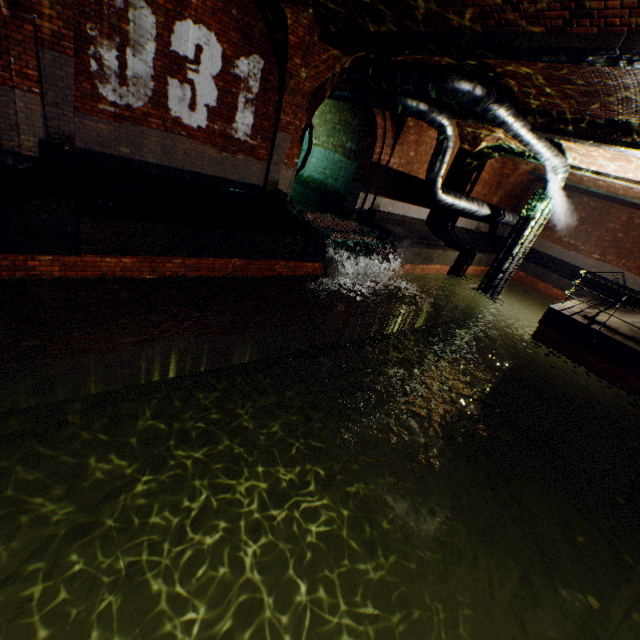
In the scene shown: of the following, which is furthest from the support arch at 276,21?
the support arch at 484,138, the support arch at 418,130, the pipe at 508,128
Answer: the support arch at 484,138

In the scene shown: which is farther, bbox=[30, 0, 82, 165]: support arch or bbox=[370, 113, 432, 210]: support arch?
bbox=[370, 113, 432, 210]: support arch

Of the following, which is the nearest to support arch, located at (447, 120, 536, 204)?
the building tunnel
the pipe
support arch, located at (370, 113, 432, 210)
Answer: support arch, located at (370, 113, 432, 210)

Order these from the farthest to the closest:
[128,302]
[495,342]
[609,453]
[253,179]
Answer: [495,342] < [609,453] < [253,179] < [128,302]

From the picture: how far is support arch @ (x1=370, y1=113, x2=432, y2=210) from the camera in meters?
11.2

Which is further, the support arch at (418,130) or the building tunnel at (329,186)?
the building tunnel at (329,186)

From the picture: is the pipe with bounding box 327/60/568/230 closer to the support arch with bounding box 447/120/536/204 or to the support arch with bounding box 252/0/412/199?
the support arch with bounding box 252/0/412/199

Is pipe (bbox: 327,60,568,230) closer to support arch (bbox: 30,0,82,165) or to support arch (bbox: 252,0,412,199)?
support arch (bbox: 252,0,412,199)
